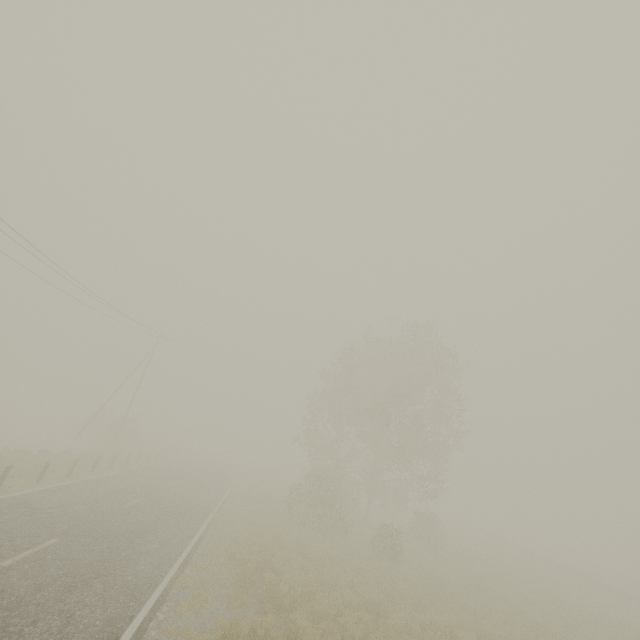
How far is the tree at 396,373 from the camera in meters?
22.5 m

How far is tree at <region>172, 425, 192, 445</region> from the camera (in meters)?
57.16

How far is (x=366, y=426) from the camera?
30.8m

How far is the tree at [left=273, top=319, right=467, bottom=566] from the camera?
22.5 meters

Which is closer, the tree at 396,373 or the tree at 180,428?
the tree at 396,373

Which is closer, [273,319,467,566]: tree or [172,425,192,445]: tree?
[273,319,467,566]: tree
